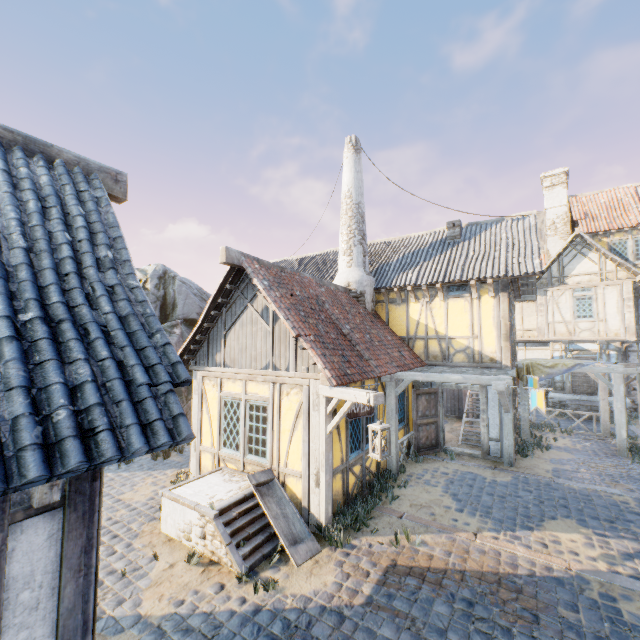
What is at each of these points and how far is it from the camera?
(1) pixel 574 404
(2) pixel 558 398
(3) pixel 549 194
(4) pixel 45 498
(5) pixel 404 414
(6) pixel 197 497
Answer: (1) stairs, 16.23m
(2) stone foundation, 17.91m
(3) chimney, 20.56m
(4) wooden structure, 2.43m
(5) building, 10.73m
(6) stairs, 6.22m

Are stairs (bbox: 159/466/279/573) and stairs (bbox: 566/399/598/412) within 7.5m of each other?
no

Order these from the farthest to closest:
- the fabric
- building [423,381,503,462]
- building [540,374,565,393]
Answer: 1. building [540,374,565,393]
2. the fabric
3. building [423,381,503,462]

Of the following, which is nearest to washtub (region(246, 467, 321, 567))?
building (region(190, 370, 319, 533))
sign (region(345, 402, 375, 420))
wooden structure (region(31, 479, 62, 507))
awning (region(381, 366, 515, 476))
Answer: building (region(190, 370, 319, 533))

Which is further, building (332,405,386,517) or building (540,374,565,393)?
building (540,374,565,393)

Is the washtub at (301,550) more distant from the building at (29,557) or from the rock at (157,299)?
the rock at (157,299)

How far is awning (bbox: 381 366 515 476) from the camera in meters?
8.0 m

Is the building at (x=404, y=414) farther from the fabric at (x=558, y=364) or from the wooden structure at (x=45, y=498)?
the wooden structure at (x=45, y=498)
